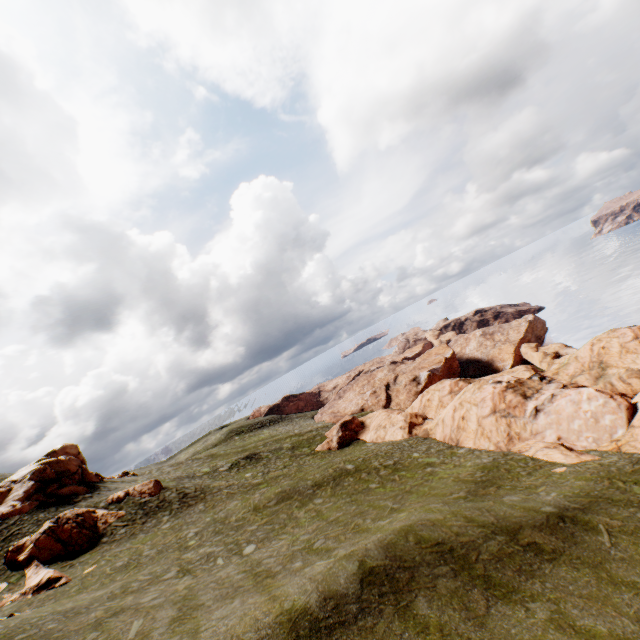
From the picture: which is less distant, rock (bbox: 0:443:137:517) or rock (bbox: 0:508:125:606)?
rock (bbox: 0:508:125:606)

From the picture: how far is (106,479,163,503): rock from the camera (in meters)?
33.62

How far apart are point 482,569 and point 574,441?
20.34m

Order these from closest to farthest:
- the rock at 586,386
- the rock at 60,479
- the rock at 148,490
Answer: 1. the rock at 586,386
2. the rock at 60,479
3. the rock at 148,490

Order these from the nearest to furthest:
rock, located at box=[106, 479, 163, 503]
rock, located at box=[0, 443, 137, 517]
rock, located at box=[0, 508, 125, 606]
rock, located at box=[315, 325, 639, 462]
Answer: rock, located at box=[0, 508, 125, 606]
rock, located at box=[315, 325, 639, 462]
rock, located at box=[0, 443, 137, 517]
rock, located at box=[106, 479, 163, 503]

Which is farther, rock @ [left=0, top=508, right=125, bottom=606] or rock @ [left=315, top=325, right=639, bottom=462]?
rock @ [left=315, top=325, right=639, bottom=462]

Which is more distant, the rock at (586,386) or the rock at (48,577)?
the rock at (586,386)
